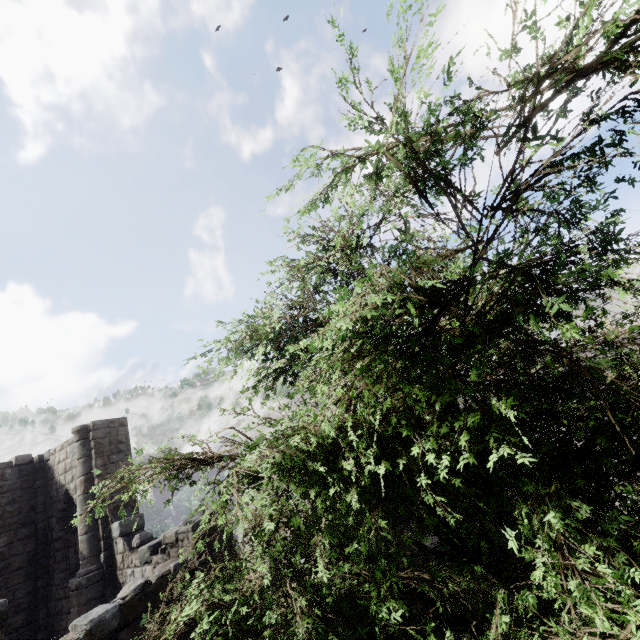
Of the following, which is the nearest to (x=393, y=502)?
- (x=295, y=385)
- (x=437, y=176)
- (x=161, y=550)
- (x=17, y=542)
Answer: (x=295, y=385)
